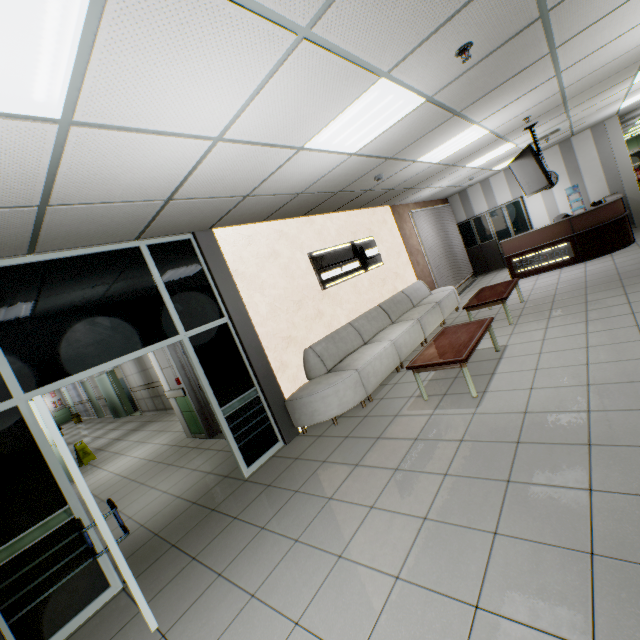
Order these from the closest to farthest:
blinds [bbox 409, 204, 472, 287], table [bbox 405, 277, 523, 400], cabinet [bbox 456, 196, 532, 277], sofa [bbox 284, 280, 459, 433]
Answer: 1. table [bbox 405, 277, 523, 400]
2. sofa [bbox 284, 280, 459, 433]
3. blinds [bbox 409, 204, 472, 287]
4. cabinet [bbox 456, 196, 532, 277]

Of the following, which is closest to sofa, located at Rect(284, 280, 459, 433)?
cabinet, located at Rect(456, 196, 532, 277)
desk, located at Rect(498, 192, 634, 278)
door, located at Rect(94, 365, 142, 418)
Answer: desk, located at Rect(498, 192, 634, 278)

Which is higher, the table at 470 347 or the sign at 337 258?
the sign at 337 258

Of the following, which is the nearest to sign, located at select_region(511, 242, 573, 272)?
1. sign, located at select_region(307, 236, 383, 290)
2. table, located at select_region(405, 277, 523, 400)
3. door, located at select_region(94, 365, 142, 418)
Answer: sign, located at select_region(307, 236, 383, 290)

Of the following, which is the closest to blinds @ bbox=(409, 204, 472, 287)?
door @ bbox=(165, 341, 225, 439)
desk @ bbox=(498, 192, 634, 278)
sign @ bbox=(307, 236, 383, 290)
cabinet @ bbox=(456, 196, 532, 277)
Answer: cabinet @ bbox=(456, 196, 532, 277)

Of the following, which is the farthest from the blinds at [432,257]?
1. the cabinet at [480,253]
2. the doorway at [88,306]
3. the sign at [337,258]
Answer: the doorway at [88,306]

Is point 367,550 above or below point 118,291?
below

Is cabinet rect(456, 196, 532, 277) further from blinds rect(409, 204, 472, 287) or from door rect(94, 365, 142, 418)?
door rect(94, 365, 142, 418)
